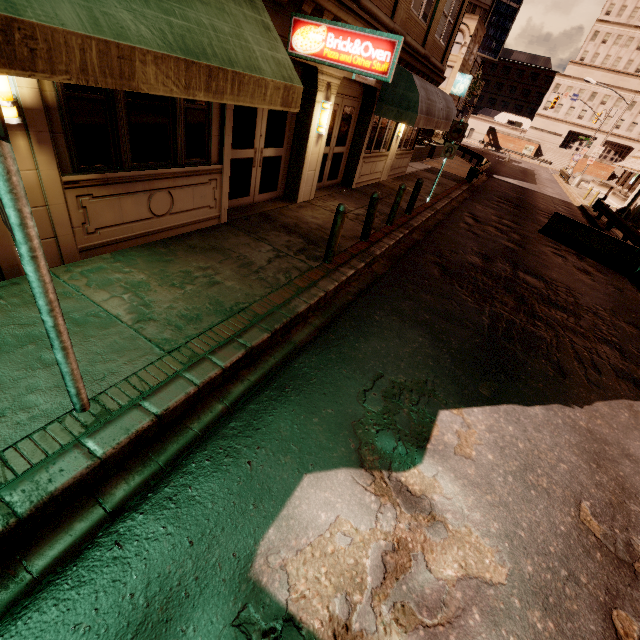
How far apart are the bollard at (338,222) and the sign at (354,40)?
2.3 meters

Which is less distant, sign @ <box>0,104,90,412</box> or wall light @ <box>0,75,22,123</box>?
sign @ <box>0,104,90,412</box>

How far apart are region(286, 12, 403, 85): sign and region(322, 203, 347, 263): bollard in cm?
230

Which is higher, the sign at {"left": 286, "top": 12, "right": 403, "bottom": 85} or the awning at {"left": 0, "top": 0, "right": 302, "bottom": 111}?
the sign at {"left": 286, "top": 12, "right": 403, "bottom": 85}

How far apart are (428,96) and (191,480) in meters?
13.4 m

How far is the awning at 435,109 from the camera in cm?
1027

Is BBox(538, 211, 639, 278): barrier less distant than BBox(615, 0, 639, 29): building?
Yes

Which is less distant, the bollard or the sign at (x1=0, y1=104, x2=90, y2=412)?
the sign at (x1=0, y1=104, x2=90, y2=412)
